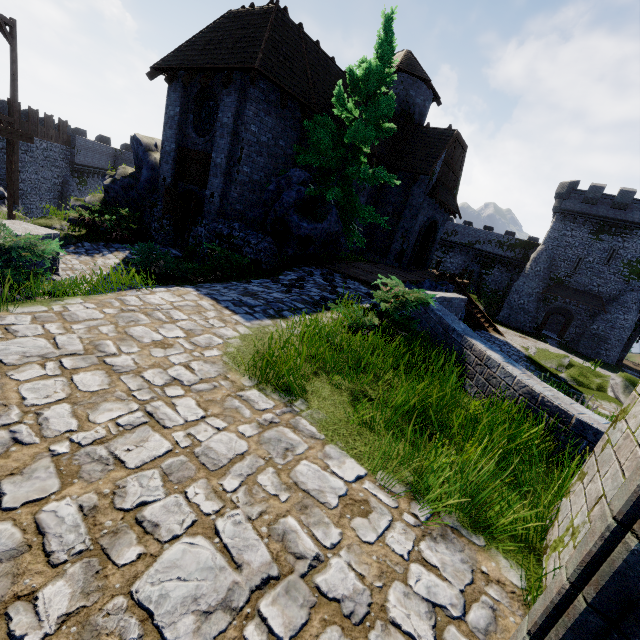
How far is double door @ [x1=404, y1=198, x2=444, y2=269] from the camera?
21.8 meters

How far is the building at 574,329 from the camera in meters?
36.0

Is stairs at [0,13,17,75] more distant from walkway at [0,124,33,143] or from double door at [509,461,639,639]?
double door at [509,461,639,639]

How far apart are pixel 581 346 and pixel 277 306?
42.3 meters

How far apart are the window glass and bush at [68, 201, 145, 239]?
4.9 meters

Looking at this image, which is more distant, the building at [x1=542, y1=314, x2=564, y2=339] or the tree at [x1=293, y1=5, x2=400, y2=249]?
the building at [x1=542, y1=314, x2=564, y2=339]

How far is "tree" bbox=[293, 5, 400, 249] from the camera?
11.8 meters

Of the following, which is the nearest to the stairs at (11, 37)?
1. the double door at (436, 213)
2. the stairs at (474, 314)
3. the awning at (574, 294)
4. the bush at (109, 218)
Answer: the bush at (109, 218)
